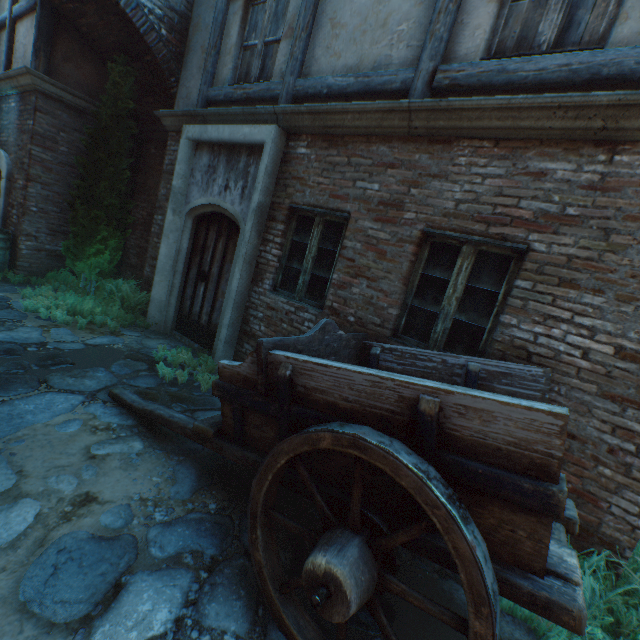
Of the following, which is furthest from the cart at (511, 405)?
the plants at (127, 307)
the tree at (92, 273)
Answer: the tree at (92, 273)

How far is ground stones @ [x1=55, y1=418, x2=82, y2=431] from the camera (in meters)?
2.96

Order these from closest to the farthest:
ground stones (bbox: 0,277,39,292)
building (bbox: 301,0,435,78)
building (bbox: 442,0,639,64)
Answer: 1. building (bbox: 442,0,639,64)
2. building (bbox: 301,0,435,78)
3. ground stones (bbox: 0,277,39,292)

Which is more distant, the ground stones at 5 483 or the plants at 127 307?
the plants at 127 307

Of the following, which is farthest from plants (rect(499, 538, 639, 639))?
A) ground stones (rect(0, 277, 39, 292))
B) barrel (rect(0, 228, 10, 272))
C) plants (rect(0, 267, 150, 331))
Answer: barrel (rect(0, 228, 10, 272))

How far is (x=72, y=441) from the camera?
2.9 meters

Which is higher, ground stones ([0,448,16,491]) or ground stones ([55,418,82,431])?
ground stones ([0,448,16,491])
